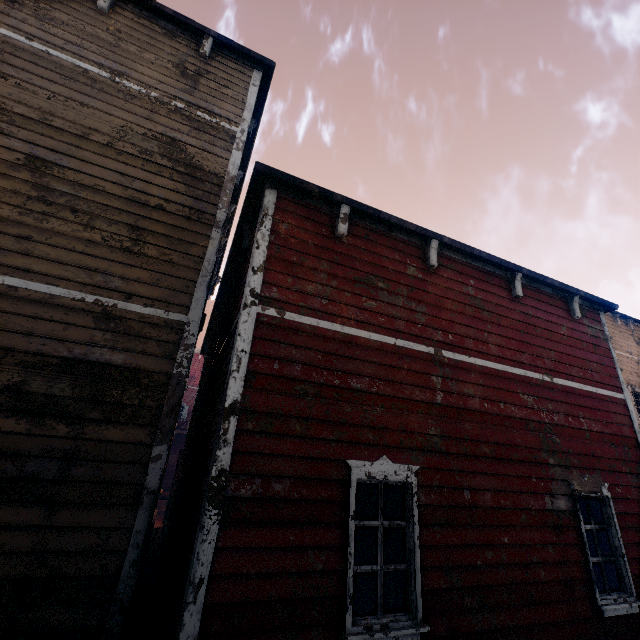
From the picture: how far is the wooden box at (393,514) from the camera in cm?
1163

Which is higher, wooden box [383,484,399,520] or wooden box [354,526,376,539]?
wooden box [383,484,399,520]

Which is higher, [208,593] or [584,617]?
[208,593]

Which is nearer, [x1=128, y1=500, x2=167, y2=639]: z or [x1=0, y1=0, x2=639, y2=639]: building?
[x1=0, y1=0, x2=639, y2=639]: building

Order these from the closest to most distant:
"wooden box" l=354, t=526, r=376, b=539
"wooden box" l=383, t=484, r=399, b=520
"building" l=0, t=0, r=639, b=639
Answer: "building" l=0, t=0, r=639, b=639
"wooden box" l=354, t=526, r=376, b=539
"wooden box" l=383, t=484, r=399, b=520

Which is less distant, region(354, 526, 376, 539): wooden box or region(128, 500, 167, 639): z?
region(128, 500, 167, 639): z

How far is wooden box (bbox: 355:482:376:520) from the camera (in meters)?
11.26

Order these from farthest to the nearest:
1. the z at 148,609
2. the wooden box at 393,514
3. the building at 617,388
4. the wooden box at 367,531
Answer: the wooden box at 393,514
the wooden box at 367,531
the z at 148,609
the building at 617,388
